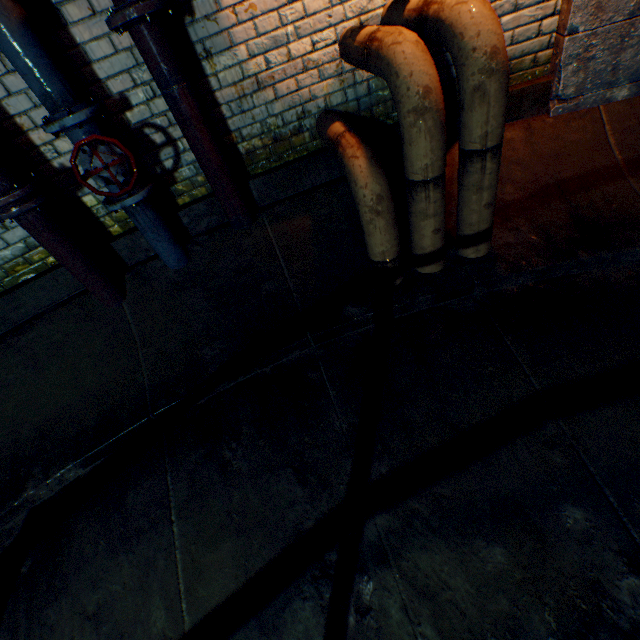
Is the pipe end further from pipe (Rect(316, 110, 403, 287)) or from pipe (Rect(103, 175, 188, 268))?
pipe (Rect(316, 110, 403, 287))

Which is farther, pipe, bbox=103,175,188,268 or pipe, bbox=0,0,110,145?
pipe, bbox=103,175,188,268

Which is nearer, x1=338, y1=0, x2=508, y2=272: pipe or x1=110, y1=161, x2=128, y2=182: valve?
x1=338, y1=0, x2=508, y2=272: pipe

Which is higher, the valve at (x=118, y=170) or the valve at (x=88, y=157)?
the valve at (x=88, y=157)

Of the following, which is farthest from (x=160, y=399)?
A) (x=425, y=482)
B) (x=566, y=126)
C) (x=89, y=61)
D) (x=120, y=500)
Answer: (x=566, y=126)

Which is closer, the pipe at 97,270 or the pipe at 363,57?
the pipe at 363,57

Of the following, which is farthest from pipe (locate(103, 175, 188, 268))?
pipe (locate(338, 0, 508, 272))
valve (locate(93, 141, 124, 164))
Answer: pipe (locate(338, 0, 508, 272))

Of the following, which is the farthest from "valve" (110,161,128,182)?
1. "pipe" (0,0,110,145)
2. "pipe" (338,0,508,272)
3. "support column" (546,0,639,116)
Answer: "support column" (546,0,639,116)
